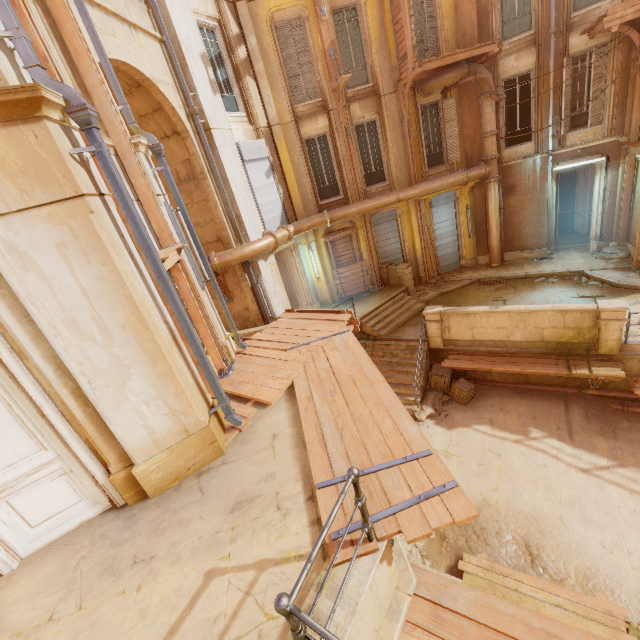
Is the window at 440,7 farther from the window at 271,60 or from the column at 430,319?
the column at 430,319

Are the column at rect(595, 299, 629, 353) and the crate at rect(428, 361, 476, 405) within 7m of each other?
yes

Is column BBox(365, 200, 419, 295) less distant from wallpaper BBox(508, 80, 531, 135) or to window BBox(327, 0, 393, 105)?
window BBox(327, 0, 393, 105)

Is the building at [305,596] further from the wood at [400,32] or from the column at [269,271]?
the wood at [400,32]

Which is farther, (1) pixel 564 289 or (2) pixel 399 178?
(2) pixel 399 178

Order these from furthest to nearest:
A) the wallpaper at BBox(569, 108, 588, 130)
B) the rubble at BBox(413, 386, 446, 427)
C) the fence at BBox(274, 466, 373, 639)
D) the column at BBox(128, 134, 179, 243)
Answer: the wallpaper at BBox(569, 108, 588, 130), the rubble at BBox(413, 386, 446, 427), the column at BBox(128, 134, 179, 243), the fence at BBox(274, 466, 373, 639)

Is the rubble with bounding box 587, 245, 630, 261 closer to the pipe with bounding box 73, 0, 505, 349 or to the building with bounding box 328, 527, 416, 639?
the building with bounding box 328, 527, 416, 639

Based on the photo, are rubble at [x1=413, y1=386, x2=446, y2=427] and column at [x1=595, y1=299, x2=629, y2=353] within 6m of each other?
yes
